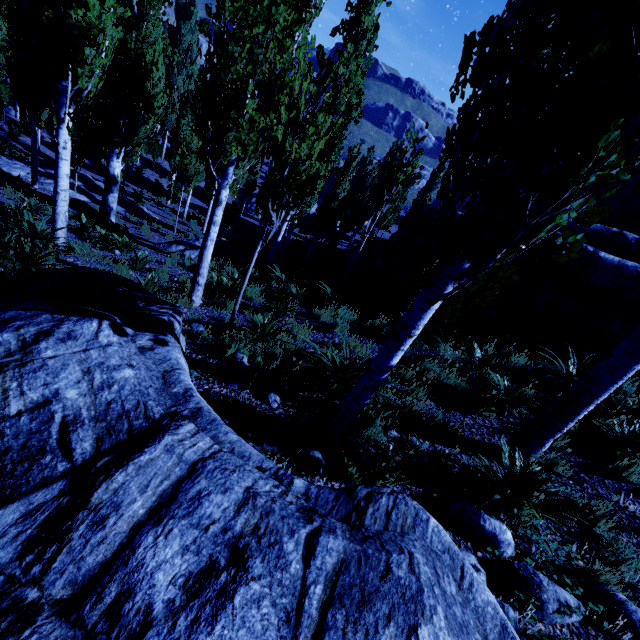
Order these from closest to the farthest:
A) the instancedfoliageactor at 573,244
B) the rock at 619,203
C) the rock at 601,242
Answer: the instancedfoliageactor at 573,244, the rock at 601,242, the rock at 619,203

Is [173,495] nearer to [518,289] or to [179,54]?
[518,289]

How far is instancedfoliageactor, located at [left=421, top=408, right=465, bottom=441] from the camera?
4.4 meters

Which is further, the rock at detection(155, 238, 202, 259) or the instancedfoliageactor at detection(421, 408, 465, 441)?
the rock at detection(155, 238, 202, 259)

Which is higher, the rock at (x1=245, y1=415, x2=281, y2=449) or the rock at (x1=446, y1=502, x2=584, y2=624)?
the rock at (x1=446, y1=502, x2=584, y2=624)

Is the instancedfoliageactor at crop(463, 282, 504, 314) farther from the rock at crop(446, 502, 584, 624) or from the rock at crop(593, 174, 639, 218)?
the rock at crop(593, 174, 639, 218)

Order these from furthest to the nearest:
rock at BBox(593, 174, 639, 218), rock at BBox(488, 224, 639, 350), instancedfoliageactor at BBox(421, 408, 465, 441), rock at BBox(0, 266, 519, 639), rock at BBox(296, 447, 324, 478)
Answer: rock at BBox(593, 174, 639, 218) → rock at BBox(488, 224, 639, 350) → instancedfoliageactor at BBox(421, 408, 465, 441) → rock at BBox(296, 447, 324, 478) → rock at BBox(0, 266, 519, 639)

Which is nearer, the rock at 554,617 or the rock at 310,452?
the rock at 554,617
